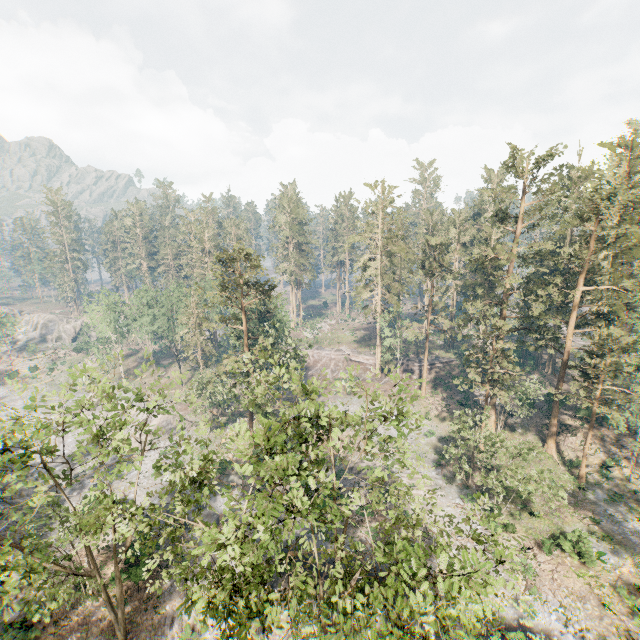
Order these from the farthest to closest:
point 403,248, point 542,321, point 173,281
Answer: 1. point 173,281
2. point 403,248
3. point 542,321

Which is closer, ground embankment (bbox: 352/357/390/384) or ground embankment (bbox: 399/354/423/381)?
ground embankment (bbox: 399/354/423/381)

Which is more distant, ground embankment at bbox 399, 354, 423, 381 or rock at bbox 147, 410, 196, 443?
ground embankment at bbox 399, 354, 423, 381

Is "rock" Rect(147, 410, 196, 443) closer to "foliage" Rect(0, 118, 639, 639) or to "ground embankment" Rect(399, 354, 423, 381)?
"foliage" Rect(0, 118, 639, 639)

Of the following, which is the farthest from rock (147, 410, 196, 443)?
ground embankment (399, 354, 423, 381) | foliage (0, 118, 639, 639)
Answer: ground embankment (399, 354, 423, 381)

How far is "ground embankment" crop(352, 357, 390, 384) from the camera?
57.0m

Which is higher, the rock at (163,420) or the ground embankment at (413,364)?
the ground embankment at (413,364)

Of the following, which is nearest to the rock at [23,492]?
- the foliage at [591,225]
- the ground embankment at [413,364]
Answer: the foliage at [591,225]
